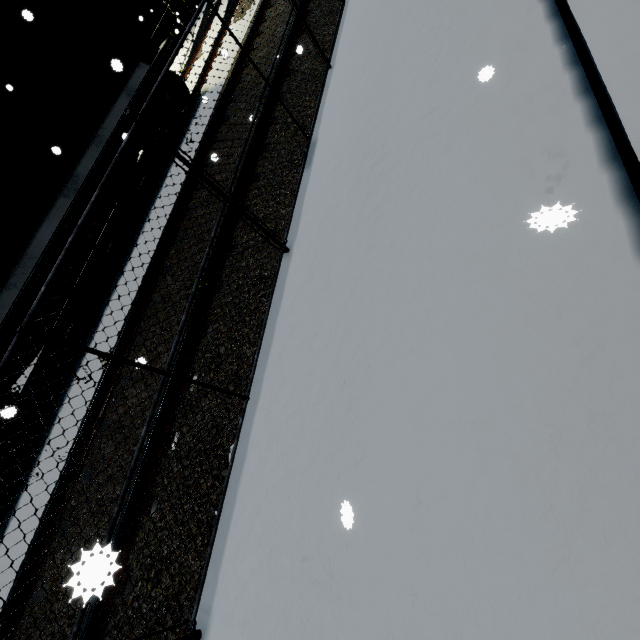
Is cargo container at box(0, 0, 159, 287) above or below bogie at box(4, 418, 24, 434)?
above

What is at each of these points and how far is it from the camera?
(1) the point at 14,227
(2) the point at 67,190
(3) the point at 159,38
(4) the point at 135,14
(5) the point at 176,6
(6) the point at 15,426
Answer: Answer:
(1) cargo container, 6.2 meters
(2) flatcar, 6.8 meters
(3) building, 17.9 meters
(4) building, 16.9 meters
(5) building, 18.5 meters
(6) bogie, 5.9 meters

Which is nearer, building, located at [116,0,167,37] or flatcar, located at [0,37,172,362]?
flatcar, located at [0,37,172,362]

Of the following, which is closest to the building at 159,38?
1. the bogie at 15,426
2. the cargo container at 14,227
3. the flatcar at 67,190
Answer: the cargo container at 14,227

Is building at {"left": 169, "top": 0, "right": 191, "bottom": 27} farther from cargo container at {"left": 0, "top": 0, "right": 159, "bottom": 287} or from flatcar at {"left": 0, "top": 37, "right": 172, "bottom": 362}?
flatcar at {"left": 0, "top": 37, "right": 172, "bottom": 362}

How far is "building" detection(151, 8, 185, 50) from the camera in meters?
17.8

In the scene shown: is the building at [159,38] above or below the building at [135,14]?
below

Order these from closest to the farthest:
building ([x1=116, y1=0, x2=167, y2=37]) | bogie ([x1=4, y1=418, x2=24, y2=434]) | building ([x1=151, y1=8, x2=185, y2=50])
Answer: bogie ([x1=4, y1=418, x2=24, y2=434]) → building ([x1=116, y1=0, x2=167, y2=37]) → building ([x1=151, y1=8, x2=185, y2=50])
